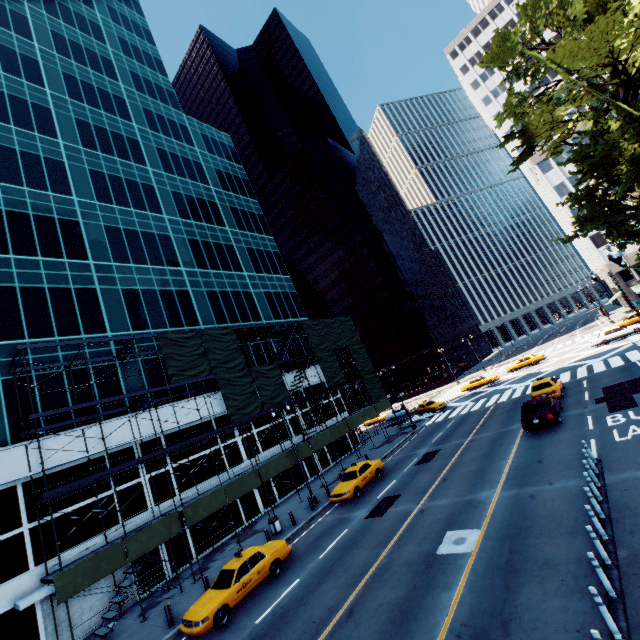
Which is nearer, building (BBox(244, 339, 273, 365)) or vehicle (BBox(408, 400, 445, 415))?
building (BBox(244, 339, 273, 365))

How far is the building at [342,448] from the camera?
36.44m

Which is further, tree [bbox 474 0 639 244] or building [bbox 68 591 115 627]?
building [bbox 68 591 115 627]

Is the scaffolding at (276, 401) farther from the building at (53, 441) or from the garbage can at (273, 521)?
the garbage can at (273, 521)

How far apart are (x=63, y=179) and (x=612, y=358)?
51.63m

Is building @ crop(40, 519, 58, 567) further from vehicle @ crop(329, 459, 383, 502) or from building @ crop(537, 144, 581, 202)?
building @ crop(537, 144, 581, 202)

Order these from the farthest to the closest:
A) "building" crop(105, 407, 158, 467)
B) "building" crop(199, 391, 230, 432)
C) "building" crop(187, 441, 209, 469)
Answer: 1. "building" crop(199, 391, 230, 432)
2. "building" crop(187, 441, 209, 469)
3. "building" crop(105, 407, 158, 467)

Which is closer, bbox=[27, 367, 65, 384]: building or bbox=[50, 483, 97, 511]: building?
bbox=[50, 483, 97, 511]: building
